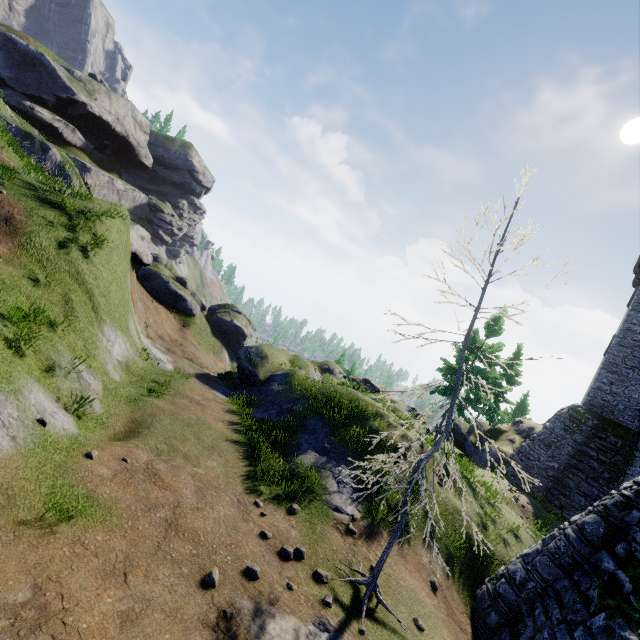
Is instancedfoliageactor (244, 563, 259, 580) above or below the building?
below

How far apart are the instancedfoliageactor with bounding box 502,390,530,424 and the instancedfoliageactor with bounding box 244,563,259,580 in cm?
4904

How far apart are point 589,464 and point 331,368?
20.18m

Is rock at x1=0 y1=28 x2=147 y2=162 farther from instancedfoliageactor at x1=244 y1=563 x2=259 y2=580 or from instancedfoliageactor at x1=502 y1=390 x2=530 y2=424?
instancedfoliageactor at x1=502 y1=390 x2=530 y2=424

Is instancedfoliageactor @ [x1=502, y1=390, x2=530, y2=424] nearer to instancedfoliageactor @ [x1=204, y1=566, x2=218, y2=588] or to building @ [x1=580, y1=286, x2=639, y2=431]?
building @ [x1=580, y1=286, x2=639, y2=431]

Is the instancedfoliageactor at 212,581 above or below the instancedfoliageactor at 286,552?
above

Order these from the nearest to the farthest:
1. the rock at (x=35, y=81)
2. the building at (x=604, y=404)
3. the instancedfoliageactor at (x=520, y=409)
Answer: the building at (x=604, y=404) < the rock at (x=35, y=81) < the instancedfoliageactor at (x=520, y=409)

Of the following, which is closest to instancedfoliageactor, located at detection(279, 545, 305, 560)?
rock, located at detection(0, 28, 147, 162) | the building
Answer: the building
